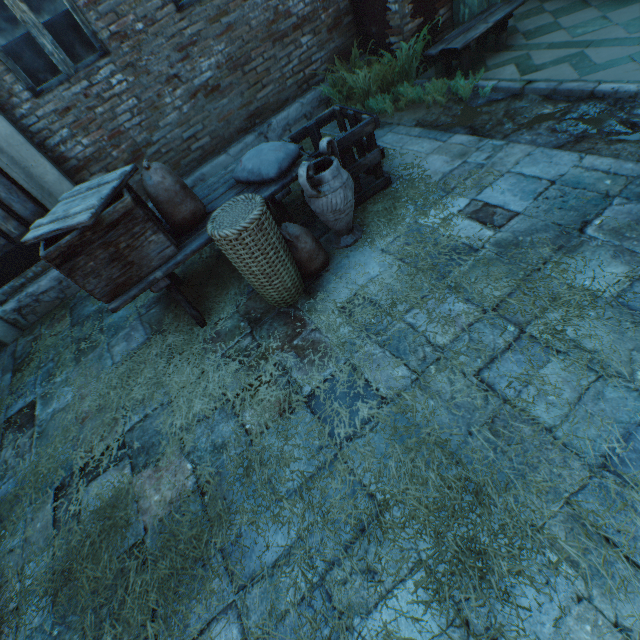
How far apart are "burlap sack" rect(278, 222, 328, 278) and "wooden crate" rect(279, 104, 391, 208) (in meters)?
0.49

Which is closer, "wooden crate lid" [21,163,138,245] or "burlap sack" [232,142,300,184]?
"wooden crate lid" [21,163,138,245]

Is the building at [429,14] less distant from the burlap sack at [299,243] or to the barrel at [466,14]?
the barrel at [466,14]

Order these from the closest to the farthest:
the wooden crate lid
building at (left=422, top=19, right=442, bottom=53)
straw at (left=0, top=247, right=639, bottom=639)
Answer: straw at (left=0, top=247, right=639, bottom=639) → the wooden crate lid → building at (left=422, top=19, right=442, bottom=53)

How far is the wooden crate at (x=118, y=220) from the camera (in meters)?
2.35

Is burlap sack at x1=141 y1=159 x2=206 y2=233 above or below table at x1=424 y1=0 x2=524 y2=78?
above

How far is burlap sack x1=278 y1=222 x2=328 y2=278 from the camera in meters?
2.7 m

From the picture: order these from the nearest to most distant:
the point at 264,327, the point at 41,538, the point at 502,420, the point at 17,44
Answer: the point at 502,420, the point at 41,538, the point at 264,327, the point at 17,44
